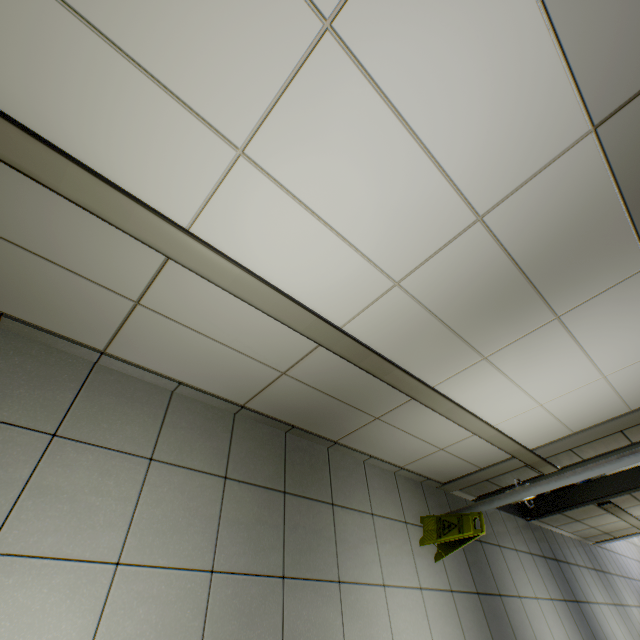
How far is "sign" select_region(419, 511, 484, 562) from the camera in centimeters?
293cm

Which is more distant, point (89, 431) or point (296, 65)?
point (89, 431)

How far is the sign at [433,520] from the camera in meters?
2.9
